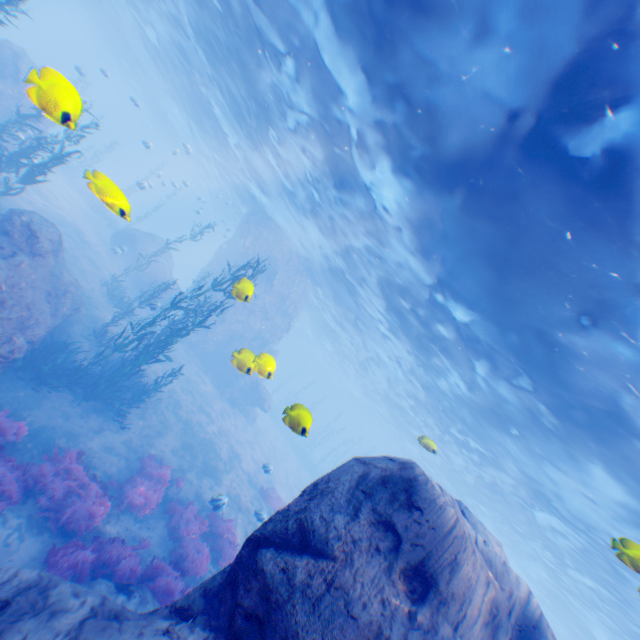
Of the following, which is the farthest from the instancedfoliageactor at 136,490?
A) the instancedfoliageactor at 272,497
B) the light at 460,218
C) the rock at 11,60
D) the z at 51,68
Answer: the z at 51,68

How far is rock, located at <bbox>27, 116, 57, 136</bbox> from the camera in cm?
399

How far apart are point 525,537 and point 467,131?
32.1 meters

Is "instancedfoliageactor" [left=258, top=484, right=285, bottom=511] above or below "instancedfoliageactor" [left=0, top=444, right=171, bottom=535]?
above

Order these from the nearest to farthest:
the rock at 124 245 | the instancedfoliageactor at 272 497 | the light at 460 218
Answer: the light at 460 218 → the instancedfoliageactor at 272 497 → the rock at 124 245

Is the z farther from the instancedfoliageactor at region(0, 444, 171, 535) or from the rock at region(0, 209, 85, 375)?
the instancedfoliageactor at region(0, 444, 171, 535)

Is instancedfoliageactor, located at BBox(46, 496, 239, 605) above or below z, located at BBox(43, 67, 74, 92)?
below

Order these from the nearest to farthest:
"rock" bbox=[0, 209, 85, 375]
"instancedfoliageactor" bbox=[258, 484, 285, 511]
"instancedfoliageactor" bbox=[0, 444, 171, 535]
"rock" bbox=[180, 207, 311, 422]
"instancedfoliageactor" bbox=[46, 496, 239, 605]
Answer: "instancedfoliageactor" bbox=[46, 496, 239, 605] → "instancedfoliageactor" bbox=[0, 444, 171, 535] → "rock" bbox=[0, 209, 85, 375] → "instancedfoliageactor" bbox=[258, 484, 285, 511] → "rock" bbox=[180, 207, 311, 422]
